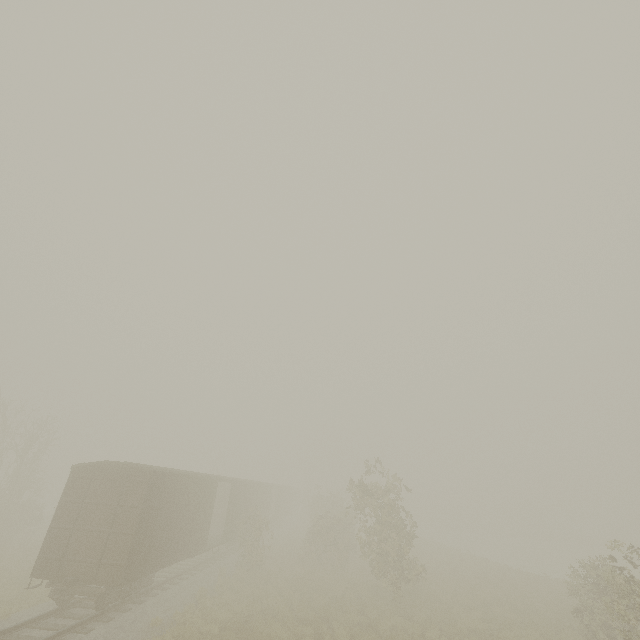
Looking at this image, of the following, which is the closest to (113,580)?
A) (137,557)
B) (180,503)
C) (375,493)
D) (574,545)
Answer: (137,557)

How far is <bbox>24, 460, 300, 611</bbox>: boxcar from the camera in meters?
11.4 m

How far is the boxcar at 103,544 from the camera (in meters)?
11.41
